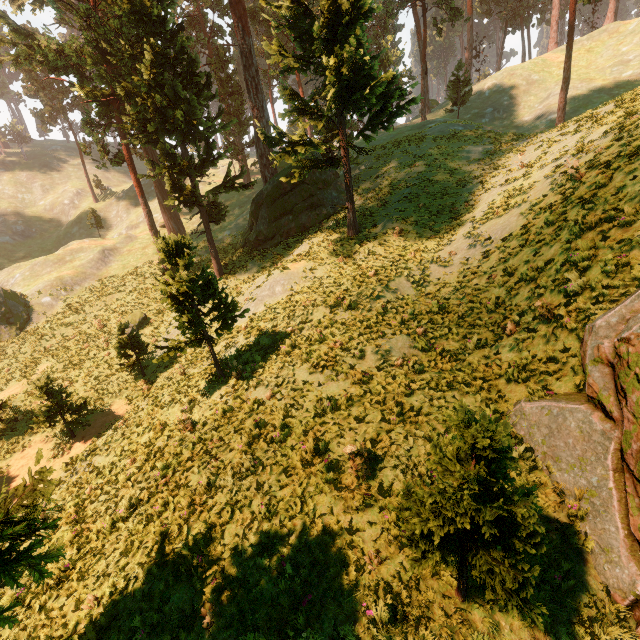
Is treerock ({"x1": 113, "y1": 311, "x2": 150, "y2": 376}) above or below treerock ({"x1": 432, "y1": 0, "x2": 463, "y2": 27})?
below

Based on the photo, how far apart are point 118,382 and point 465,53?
70.4 meters

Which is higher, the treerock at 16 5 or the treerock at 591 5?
the treerock at 16 5

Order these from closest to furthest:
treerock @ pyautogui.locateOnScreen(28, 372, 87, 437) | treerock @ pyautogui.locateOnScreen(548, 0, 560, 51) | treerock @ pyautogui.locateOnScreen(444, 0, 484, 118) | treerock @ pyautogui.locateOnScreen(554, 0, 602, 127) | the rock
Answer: Result:
the rock
treerock @ pyautogui.locateOnScreen(28, 372, 87, 437)
treerock @ pyautogui.locateOnScreen(554, 0, 602, 127)
treerock @ pyautogui.locateOnScreen(444, 0, 484, 118)
treerock @ pyautogui.locateOnScreen(548, 0, 560, 51)

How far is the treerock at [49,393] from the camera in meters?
14.5 m

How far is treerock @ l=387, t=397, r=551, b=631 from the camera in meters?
3.7

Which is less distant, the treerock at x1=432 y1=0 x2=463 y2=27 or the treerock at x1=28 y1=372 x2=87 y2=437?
the treerock at x1=28 y1=372 x2=87 y2=437
